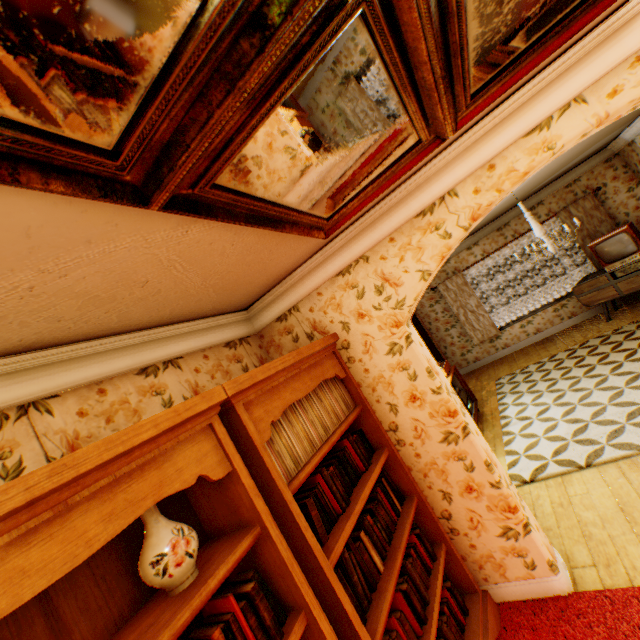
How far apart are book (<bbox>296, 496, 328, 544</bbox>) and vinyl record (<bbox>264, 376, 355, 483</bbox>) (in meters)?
0.20

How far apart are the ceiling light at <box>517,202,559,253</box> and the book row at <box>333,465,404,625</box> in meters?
3.8 m

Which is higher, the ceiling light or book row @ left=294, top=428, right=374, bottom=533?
the ceiling light

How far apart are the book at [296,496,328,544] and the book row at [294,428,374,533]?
0.03m

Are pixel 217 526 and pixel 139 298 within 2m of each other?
yes

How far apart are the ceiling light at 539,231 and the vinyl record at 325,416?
3.7m

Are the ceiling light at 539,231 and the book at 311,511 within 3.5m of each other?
no

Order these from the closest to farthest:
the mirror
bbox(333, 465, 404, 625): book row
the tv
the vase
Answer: the mirror < the vase < bbox(333, 465, 404, 625): book row < the tv
